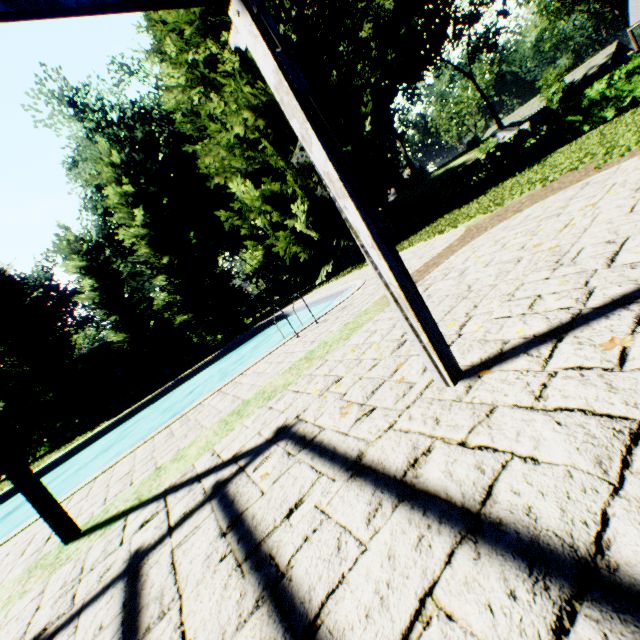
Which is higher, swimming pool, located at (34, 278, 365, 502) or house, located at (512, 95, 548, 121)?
house, located at (512, 95, 548, 121)

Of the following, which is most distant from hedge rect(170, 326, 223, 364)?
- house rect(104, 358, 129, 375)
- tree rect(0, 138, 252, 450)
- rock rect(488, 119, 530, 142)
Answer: rock rect(488, 119, 530, 142)

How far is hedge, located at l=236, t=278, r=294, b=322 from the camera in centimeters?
2906cm

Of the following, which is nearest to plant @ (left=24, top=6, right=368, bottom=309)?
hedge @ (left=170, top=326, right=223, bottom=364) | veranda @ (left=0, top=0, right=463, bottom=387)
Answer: hedge @ (left=170, top=326, right=223, bottom=364)

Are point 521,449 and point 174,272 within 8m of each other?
no

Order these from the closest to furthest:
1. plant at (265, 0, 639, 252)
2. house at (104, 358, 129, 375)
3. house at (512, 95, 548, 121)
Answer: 1. plant at (265, 0, 639, 252)
2. house at (104, 358, 129, 375)
3. house at (512, 95, 548, 121)

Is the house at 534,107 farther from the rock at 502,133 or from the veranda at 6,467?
the veranda at 6,467

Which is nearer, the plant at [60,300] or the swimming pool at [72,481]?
the swimming pool at [72,481]
